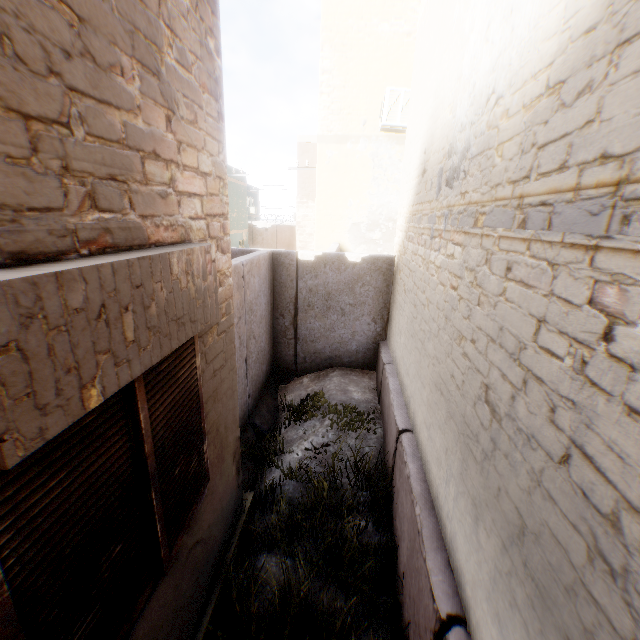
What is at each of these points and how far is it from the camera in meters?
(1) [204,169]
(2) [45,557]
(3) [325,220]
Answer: (1) building, 2.5
(2) shutter, 1.3
(3) building, 9.5
